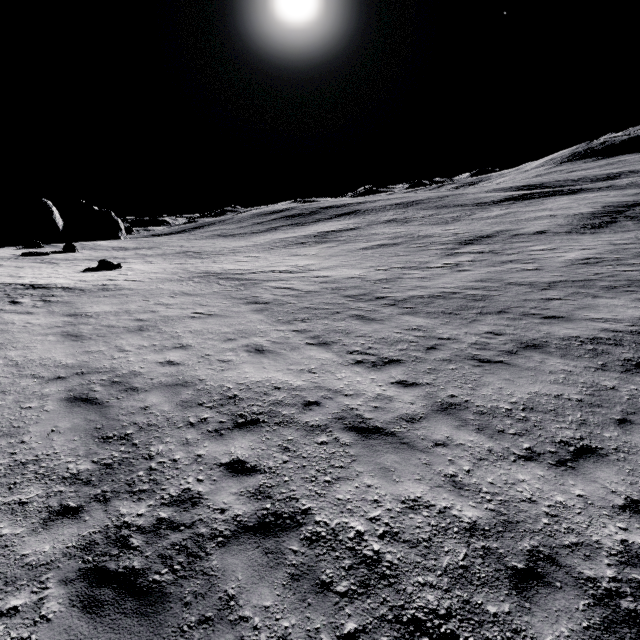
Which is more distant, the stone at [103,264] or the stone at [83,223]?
the stone at [83,223]

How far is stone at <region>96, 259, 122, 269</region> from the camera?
23.9m

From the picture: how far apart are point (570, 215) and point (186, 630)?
36.8 meters

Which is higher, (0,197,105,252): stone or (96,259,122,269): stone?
(0,197,105,252): stone

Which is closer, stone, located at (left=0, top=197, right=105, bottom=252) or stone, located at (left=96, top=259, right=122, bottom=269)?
stone, located at (left=96, top=259, right=122, bottom=269)

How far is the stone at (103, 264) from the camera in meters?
23.9
